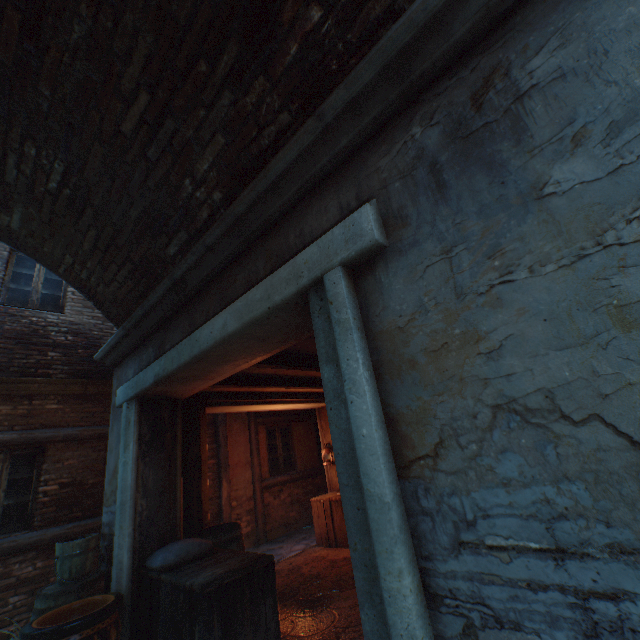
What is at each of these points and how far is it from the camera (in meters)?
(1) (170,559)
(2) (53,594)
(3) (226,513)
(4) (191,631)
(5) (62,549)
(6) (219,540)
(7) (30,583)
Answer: (1) burlap sack, 3.38
(2) barrel, 3.51
(3) wood post, 7.57
(4) wooden crate, 2.70
(5) bucket, 3.77
(6) barrel, 4.45
(7) building, 5.16

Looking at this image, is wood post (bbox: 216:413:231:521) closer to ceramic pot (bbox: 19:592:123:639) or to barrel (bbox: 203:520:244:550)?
barrel (bbox: 203:520:244:550)

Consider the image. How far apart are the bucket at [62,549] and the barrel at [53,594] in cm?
3

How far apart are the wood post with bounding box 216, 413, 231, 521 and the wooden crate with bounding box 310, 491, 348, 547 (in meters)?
2.16

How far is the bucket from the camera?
3.7 meters

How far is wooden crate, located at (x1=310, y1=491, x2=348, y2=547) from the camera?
6.3m

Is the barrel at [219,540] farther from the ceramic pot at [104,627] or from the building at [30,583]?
the ceramic pot at [104,627]

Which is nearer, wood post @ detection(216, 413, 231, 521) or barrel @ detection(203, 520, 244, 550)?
barrel @ detection(203, 520, 244, 550)
